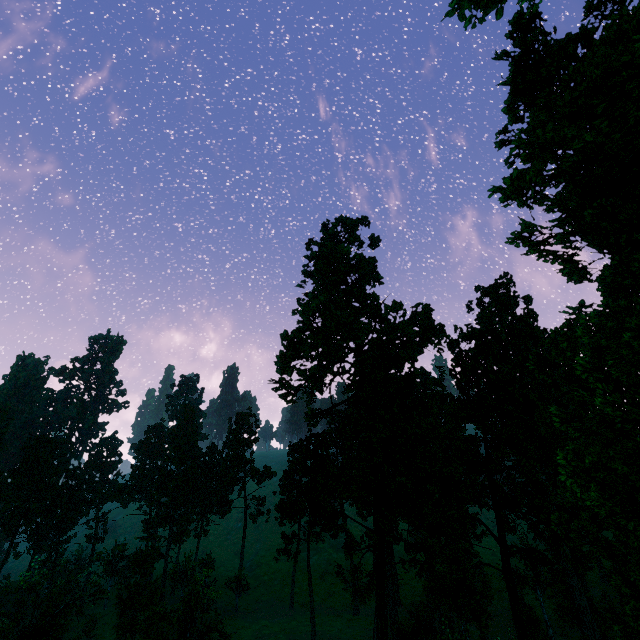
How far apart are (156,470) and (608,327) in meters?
69.8

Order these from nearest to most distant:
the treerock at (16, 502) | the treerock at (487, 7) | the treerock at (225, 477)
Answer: the treerock at (487, 7) → the treerock at (16, 502) → the treerock at (225, 477)

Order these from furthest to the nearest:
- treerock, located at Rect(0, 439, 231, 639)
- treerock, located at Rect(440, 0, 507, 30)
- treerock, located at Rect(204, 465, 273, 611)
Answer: treerock, located at Rect(204, 465, 273, 611) → treerock, located at Rect(0, 439, 231, 639) → treerock, located at Rect(440, 0, 507, 30)

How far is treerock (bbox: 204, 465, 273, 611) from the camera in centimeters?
4962cm

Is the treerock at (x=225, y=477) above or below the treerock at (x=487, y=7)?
below

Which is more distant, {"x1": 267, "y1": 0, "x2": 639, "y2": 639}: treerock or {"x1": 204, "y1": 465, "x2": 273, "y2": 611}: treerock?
{"x1": 204, "y1": 465, "x2": 273, "y2": 611}: treerock
